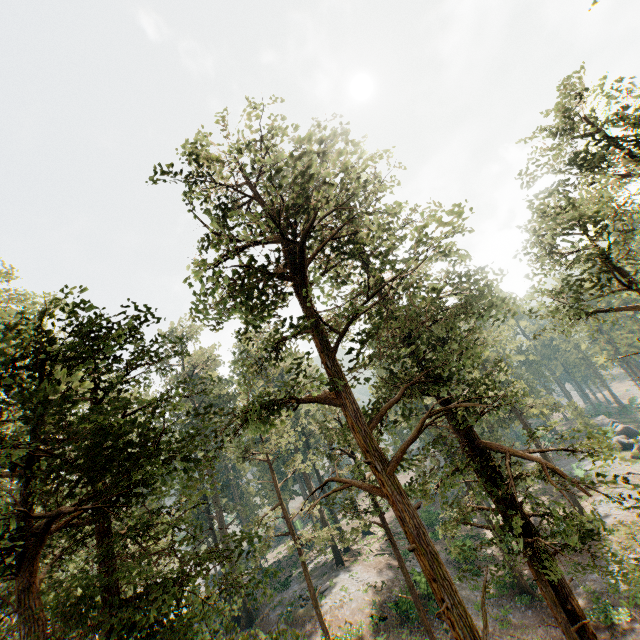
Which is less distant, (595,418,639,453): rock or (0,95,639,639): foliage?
(0,95,639,639): foliage

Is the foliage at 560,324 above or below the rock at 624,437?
above

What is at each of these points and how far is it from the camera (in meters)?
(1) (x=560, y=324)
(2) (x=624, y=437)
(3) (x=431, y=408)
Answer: (1) foliage, 12.74
(2) rock, 47.12
(3) foliage, 9.85

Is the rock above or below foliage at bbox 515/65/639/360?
below

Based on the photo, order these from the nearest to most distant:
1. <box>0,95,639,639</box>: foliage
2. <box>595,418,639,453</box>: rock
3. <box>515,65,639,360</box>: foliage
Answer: <box>0,95,639,639</box>: foliage, <box>515,65,639,360</box>: foliage, <box>595,418,639,453</box>: rock

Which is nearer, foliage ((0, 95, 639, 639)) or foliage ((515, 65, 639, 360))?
foliage ((0, 95, 639, 639))
